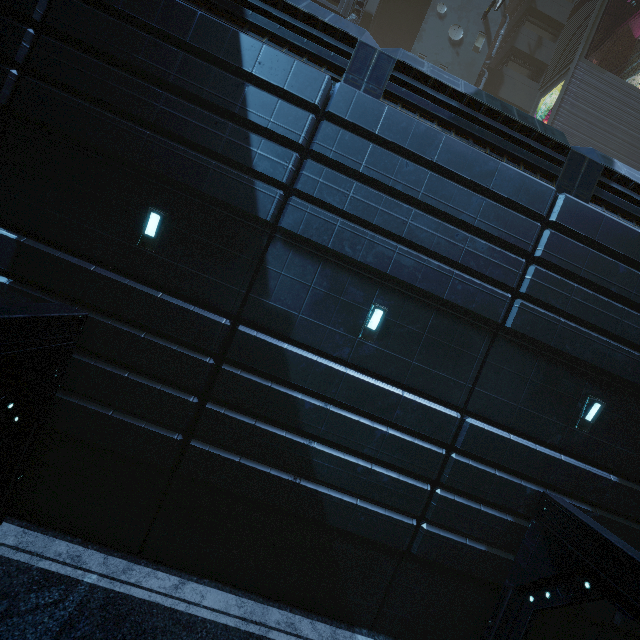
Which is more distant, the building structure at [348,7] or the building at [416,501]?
the building structure at [348,7]

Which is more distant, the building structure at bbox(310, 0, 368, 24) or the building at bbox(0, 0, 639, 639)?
the building structure at bbox(310, 0, 368, 24)

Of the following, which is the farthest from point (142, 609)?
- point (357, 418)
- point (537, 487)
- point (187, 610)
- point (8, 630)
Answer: point (537, 487)
